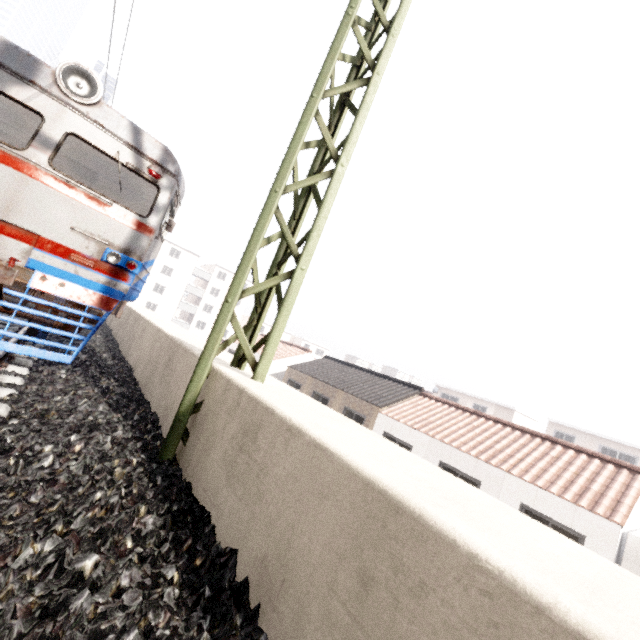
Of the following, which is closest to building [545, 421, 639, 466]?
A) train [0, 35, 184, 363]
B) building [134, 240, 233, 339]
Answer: building [134, 240, 233, 339]

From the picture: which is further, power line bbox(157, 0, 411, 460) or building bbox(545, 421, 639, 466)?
building bbox(545, 421, 639, 466)

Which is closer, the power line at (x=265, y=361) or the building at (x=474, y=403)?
the power line at (x=265, y=361)

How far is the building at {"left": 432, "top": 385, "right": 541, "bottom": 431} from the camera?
34.1m

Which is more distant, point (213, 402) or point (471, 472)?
point (471, 472)

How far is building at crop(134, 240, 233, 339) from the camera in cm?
4862

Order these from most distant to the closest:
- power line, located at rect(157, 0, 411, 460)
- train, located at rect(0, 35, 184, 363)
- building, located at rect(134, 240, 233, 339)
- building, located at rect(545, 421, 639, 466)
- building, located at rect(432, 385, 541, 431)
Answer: building, located at rect(134, 240, 233, 339)
building, located at rect(432, 385, 541, 431)
building, located at rect(545, 421, 639, 466)
train, located at rect(0, 35, 184, 363)
power line, located at rect(157, 0, 411, 460)

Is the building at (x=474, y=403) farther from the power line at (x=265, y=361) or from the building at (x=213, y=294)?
the power line at (x=265, y=361)
